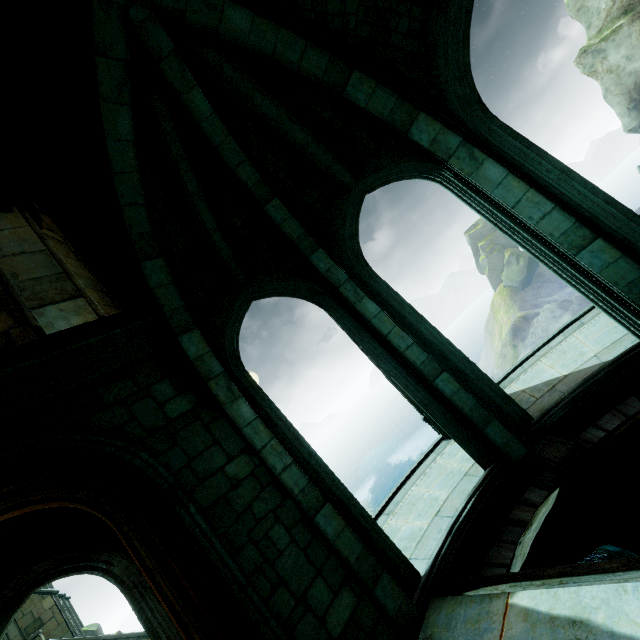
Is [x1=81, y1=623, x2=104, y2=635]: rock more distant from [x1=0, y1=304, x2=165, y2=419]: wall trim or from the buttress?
[x1=0, y1=304, x2=165, y2=419]: wall trim

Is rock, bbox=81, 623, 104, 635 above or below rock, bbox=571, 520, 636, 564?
above

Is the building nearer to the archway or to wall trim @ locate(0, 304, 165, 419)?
wall trim @ locate(0, 304, 165, 419)

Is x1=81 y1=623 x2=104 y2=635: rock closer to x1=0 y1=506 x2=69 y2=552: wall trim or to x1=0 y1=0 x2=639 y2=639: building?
x1=0 y1=0 x2=639 y2=639: building

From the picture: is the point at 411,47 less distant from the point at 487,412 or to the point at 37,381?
the point at 487,412

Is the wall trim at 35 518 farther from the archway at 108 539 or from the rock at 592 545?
the rock at 592 545

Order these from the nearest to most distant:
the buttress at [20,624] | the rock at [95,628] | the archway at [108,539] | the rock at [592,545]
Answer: the rock at [592,545] < the archway at [108,539] < the buttress at [20,624] < the rock at [95,628]

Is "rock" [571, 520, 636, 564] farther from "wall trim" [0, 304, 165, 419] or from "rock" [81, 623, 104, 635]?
"rock" [81, 623, 104, 635]
